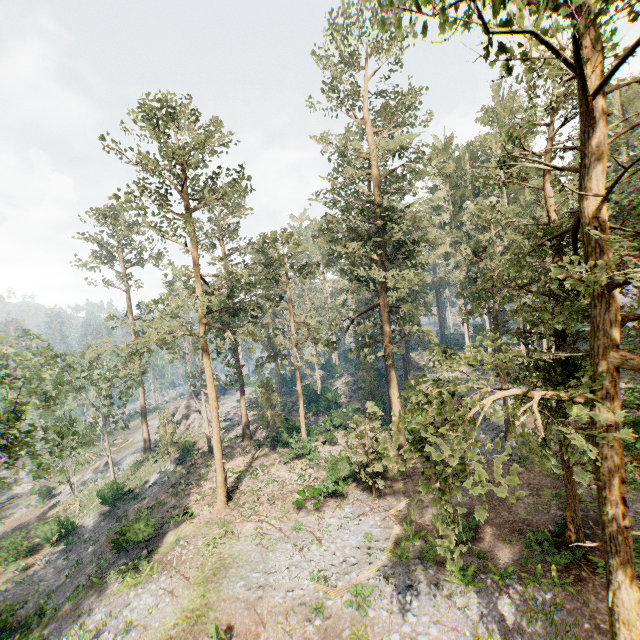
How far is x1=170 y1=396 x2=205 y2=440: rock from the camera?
44.75m

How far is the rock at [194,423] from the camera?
44.8m

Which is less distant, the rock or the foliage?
the foliage

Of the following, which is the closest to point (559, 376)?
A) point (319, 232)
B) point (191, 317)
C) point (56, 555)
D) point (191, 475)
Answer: point (319, 232)

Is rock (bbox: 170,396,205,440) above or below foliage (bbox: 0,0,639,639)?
below

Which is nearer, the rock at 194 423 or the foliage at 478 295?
the foliage at 478 295
